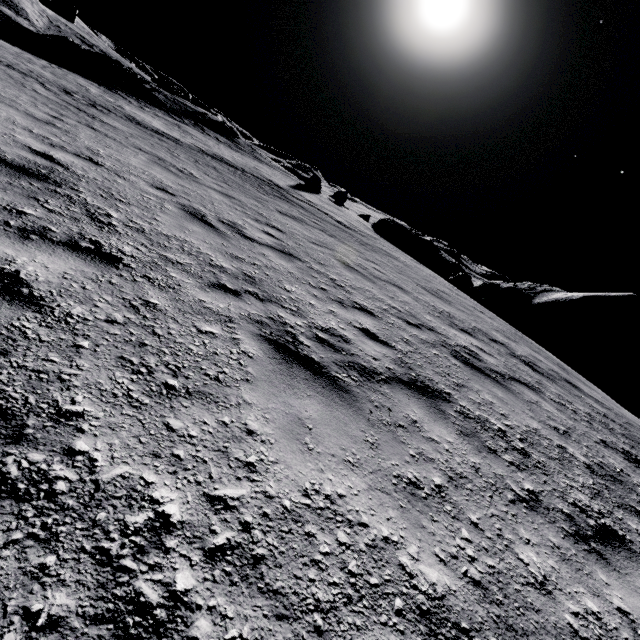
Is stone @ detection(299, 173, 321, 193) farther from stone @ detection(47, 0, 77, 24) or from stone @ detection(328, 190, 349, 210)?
stone @ detection(47, 0, 77, 24)

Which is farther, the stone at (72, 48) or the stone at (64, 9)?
the stone at (64, 9)

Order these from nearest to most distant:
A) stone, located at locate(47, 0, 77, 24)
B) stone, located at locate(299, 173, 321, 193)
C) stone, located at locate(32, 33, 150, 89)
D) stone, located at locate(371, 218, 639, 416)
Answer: stone, located at locate(371, 218, 639, 416)
stone, located at locate(32, 33, 150, 89)
stone, located at locate(299, 173, 321, 193)
stone, located at locate(47, 0, 77, 24)

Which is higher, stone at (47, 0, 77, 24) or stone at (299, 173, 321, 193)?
stone at (47, 0, 77, 24)

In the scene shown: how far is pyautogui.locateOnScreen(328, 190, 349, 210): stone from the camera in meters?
31.4

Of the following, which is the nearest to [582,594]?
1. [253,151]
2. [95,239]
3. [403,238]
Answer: [95,239]

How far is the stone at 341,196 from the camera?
31.4 meters

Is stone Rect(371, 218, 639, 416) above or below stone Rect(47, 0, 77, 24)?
below
